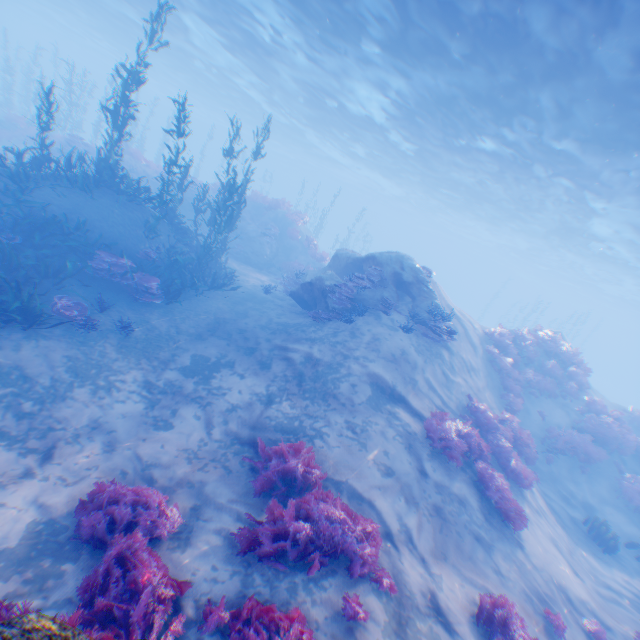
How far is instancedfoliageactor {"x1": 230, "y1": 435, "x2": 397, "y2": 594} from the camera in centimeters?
514cm

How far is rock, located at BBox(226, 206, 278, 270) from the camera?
20.9 meters

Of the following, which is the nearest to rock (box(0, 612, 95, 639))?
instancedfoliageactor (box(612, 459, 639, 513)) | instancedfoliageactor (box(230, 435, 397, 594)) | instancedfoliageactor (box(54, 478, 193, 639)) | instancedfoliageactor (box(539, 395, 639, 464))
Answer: instancedfoliageactor (box(54, 478, 193, 639))

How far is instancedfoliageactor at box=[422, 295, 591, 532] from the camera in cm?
836

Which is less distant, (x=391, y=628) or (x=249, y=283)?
(x=391, y=628)

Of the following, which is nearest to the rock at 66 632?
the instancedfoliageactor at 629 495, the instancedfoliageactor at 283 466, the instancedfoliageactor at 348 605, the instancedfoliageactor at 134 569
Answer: the instancedfoliageactor at 134 569

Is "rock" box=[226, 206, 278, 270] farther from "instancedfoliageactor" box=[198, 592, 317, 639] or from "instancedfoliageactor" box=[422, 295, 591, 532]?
"instancedfoliageactor" box=[198, 592, 317, 639]

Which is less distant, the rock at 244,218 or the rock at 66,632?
the rock at 66,632
